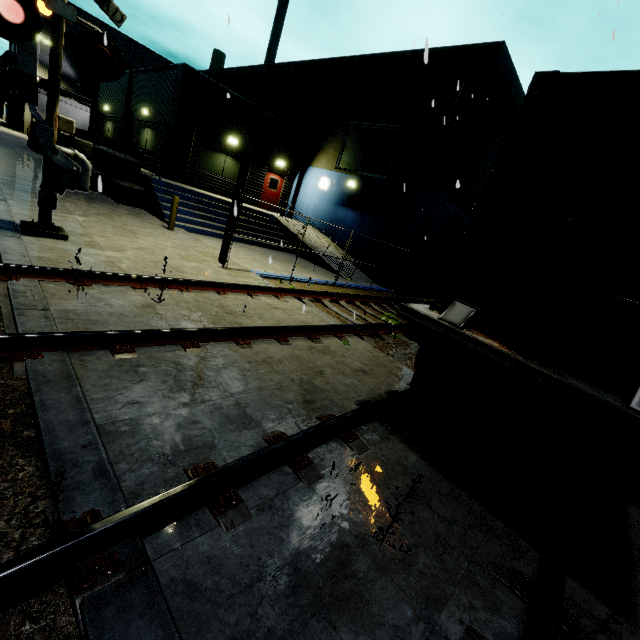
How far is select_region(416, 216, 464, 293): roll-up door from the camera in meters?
18.8

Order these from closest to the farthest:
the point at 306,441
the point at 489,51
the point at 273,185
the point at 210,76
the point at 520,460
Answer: the point at 306,441 → the point at 520,460 → the point at 489,51 → the point at 273,185 → the point at 210,76

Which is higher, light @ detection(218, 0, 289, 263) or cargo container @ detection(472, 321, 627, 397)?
light @ detection(218, 0, 289, 263)

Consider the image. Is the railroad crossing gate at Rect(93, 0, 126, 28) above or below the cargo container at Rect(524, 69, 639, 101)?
above

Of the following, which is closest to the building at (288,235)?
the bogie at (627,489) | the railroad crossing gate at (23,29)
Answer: the railroad crossing gate at (23,29)

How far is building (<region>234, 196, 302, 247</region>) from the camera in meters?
15.7 m

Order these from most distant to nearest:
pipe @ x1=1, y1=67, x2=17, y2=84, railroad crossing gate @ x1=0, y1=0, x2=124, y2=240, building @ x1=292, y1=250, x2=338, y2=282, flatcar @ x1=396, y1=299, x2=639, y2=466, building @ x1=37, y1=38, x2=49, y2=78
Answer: building @ x1=37, y1=38, x2=49, y2=78 < pipe @ x1=1, y1=67, x2=17, y2=84 < building @ x1=292, y1=250, x2=338, y2=282 < railroad crossing gate @ x1=0, y1=0, x2=124, y2=240 < flatcar @ x1=396, y1=299, x2=639, y2=466

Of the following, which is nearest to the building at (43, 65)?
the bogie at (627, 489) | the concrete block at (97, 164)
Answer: the concrete block at (97, 164)
